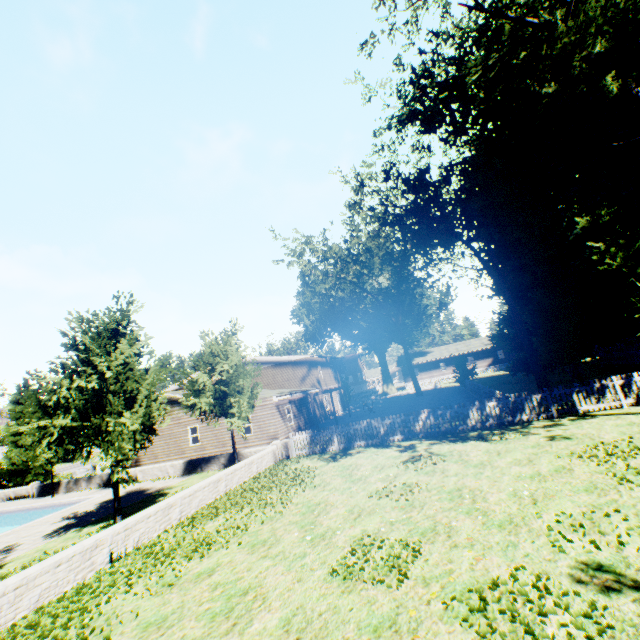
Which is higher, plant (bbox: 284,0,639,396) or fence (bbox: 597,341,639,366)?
plant (bbox: 284,0,639,396)

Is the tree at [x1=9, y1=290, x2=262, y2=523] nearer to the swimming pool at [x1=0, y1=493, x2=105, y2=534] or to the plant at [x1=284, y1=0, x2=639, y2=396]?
the swimming pool at [x1=0, y1=493, x2=105, y2=534]

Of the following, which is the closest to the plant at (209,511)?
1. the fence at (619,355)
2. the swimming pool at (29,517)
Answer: the fence at (619,355)

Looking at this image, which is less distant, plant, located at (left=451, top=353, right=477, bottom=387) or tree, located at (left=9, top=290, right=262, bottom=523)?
tree, located at (left=9, top=290, right=262, bottom=523)

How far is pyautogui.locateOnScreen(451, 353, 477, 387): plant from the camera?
33.8m

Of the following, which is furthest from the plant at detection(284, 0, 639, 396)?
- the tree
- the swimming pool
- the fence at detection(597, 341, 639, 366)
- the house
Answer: the swimming pool

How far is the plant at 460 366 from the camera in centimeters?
3378cm

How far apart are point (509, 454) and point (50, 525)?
18.7m
